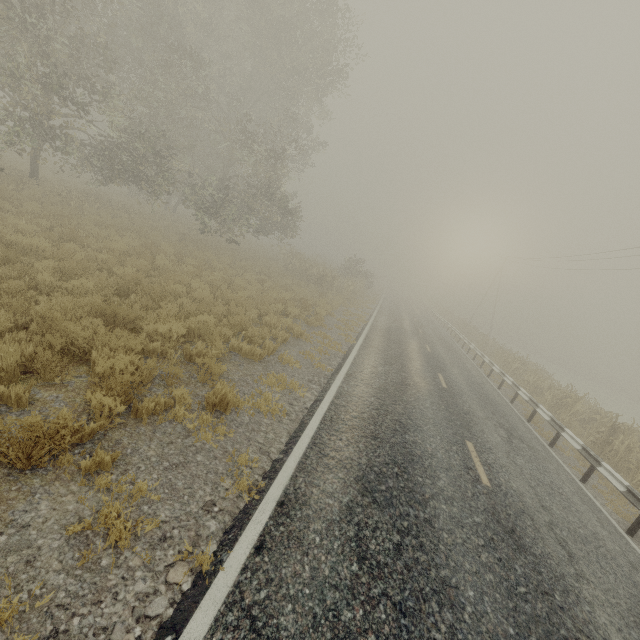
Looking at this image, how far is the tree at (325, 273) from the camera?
23.7m

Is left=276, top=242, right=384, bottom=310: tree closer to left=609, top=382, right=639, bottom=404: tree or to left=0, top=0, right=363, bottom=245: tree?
left=0, top=0, right=363, bottom=245: tree

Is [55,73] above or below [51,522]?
above

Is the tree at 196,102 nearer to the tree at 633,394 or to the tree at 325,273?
the tree at 325,273

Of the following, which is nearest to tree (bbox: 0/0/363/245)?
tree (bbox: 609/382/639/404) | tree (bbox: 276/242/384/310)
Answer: tree (bbox: 276/242/384/310)

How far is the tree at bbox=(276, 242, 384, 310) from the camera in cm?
2367

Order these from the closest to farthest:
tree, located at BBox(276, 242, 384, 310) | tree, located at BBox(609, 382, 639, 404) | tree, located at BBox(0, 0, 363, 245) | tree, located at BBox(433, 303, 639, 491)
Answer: tree, located at BBox(433, 303, 639, 491)
tree, located at BBox(0, 0, 363, 245)
tree, located at BBox(276, 242, 384, 310)
tree, located at BBox(609, 382, 639, 404)

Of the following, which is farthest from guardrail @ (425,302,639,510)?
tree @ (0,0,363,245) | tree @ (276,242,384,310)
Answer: tree @ (276,242,384,310)
